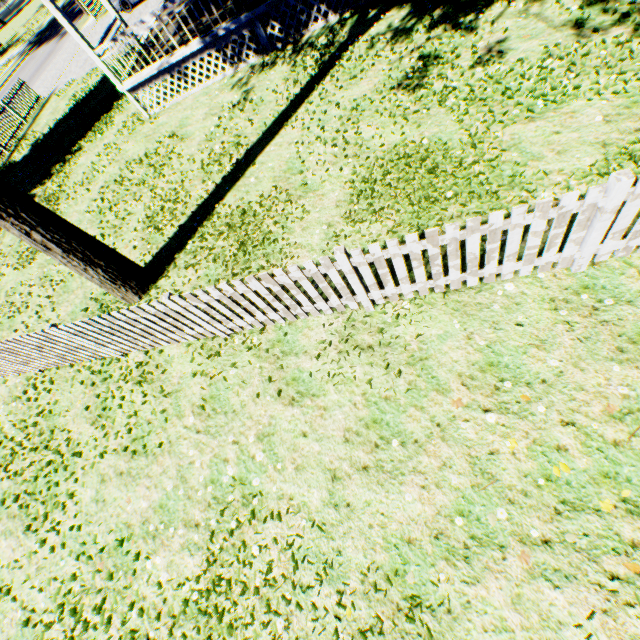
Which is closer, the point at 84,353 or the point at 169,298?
the point at 169,298

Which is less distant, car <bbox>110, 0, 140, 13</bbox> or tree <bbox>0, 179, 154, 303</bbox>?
tree <bbox>0, 179, 154, 303</bbox>

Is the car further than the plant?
Yes

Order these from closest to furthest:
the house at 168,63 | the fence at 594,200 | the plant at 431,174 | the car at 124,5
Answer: the fence at 594,200 → the plant at 431,174 → the house at 168,63 → the car at 124,5

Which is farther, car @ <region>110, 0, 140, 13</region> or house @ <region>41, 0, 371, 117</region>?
car @ <region>110, 0, 140, 13</region>

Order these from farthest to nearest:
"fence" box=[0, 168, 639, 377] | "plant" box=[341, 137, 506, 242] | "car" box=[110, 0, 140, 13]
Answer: "car" box=[110, 0, 140, 13]
"plant" box=[341, 137, 506, 242]
"fence" box=[0, 168, 639, 377]

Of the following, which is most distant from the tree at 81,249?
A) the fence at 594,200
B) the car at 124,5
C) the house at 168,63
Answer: the car at 124,5

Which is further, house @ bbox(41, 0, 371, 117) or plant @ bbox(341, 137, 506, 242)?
house @ bbox(41, 0, 371, 117)
